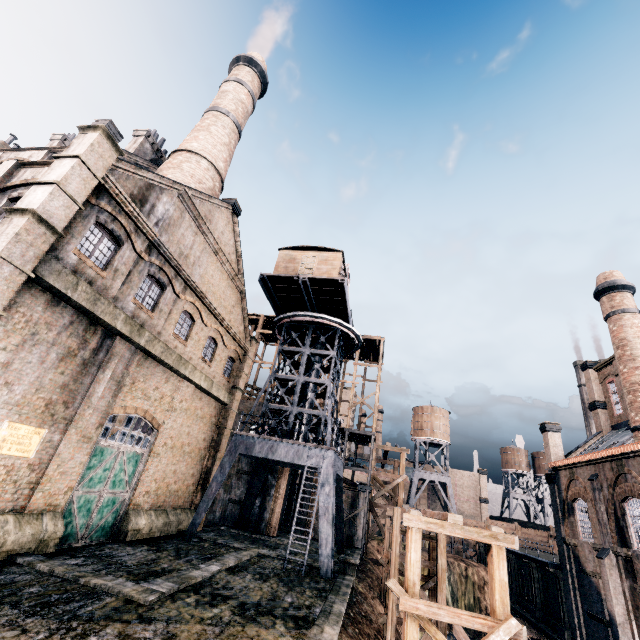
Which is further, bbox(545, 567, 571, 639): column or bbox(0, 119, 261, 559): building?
bbox(545, 567, 571, 639): column

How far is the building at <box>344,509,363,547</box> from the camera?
31.0m

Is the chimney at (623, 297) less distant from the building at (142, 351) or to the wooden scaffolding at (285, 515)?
the building at (142, 351)

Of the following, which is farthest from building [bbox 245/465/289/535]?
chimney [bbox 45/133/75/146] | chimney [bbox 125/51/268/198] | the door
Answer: chimney [bbox 45/133/75/146]

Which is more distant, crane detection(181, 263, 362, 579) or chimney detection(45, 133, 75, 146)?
chimney detection(45, 133, 75, 146)

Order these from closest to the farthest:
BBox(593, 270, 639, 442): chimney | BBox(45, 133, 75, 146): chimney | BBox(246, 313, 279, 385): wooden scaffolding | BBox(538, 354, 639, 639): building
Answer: BBox(538, 354, 639, 639): building → BBox(593, 270, 639, 442): chimney → BBox(45, 133, 75, 146): chimney → BBox(246, 313, 279, 385): wooden scaffolding

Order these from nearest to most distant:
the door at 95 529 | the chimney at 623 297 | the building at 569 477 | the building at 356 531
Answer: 1. the door at 95 529
2. the building at 569 477
3. the chimney at 623 297
4. the building at 356 531

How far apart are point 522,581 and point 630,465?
23.10m
